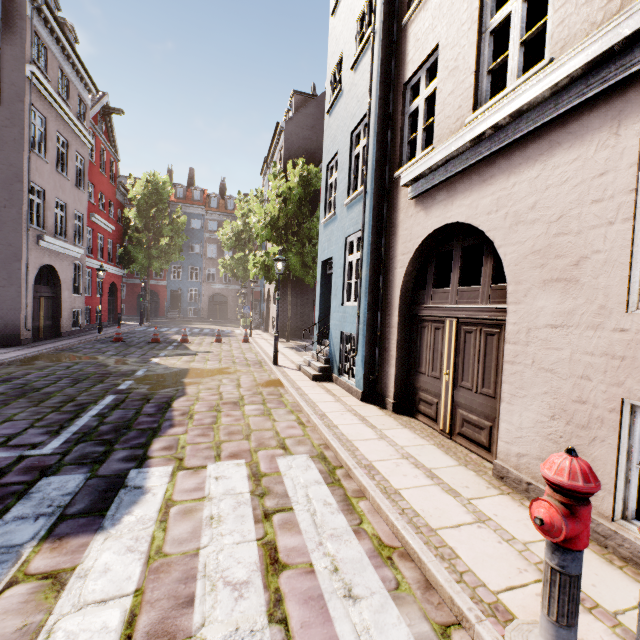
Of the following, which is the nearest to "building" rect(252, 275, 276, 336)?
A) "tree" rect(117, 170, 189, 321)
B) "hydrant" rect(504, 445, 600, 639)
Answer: "hydrant" rect(504, 445, 600, 639)

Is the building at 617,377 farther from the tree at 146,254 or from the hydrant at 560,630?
the tree at 146,254

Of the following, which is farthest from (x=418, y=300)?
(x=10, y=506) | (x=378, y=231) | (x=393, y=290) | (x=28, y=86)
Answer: (x=28, y=86)

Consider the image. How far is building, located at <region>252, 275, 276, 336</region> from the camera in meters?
21.8

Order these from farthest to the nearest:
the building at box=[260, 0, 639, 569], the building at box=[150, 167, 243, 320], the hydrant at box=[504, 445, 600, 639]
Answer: the building at box=[150, 167, 243, 320] → the building at box=[260, 0, 639, 569] → the hydrant at box=[504, 445, 600, 639]

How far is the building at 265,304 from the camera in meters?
21.8 m
